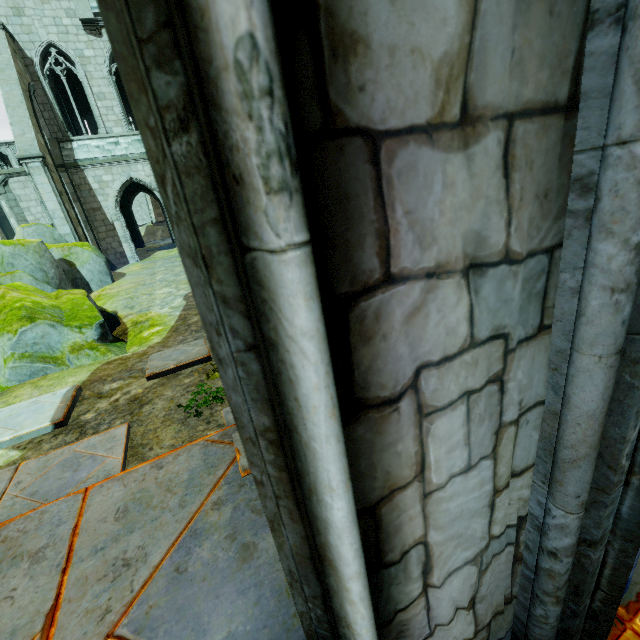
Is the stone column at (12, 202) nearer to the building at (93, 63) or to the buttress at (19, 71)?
the building at (93, 63)

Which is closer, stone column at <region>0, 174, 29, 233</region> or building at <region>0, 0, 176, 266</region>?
building at <region>0, 0, 176, 266</region>

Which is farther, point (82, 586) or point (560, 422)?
point (82, 586)

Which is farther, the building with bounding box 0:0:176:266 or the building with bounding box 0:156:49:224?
the building with bounding box 0:156:49:224

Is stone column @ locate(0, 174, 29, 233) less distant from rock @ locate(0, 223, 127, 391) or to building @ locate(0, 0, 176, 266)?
building @ locate(0, 0, 176, 266)

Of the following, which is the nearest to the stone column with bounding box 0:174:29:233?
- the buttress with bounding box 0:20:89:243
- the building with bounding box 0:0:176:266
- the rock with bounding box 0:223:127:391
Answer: the building with bounding box 0:0:176:266

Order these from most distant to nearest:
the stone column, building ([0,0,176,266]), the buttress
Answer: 1. the stone column
2. building ([0,0,176,266])
3. the buttress

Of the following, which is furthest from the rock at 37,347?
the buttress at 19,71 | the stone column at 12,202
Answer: the stone column at 12,202
